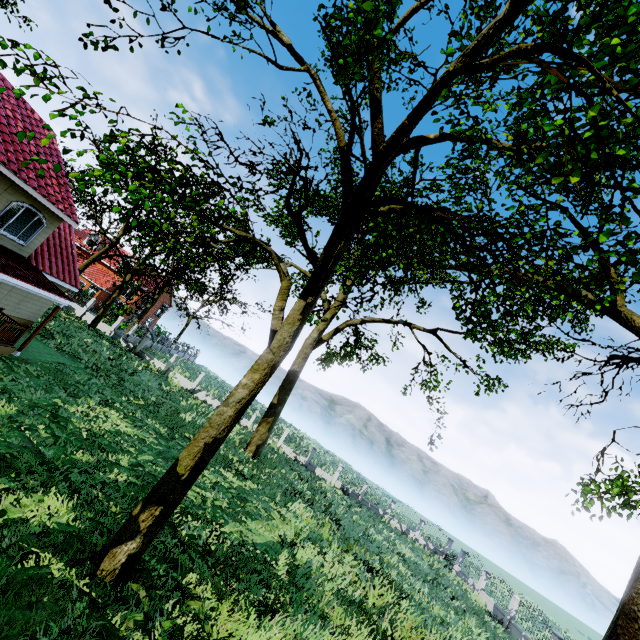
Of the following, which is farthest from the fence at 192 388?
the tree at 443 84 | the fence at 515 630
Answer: the fence at 515 630

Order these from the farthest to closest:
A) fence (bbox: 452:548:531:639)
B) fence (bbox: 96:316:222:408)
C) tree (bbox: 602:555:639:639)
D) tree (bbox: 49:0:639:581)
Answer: fence (bbox: 96:316:222:408) < fence (bbox: 452:548:531:639) < tree (bbox: 49:0:639:581) < tree (bbox: 602:555:639:639)

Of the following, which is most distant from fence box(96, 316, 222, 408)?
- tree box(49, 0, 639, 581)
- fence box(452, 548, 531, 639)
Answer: fence box(452, 548, 531, 639)

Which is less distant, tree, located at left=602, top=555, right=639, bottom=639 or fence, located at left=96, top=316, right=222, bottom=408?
tree, located at left=602, top=555, right=639, bottom=639

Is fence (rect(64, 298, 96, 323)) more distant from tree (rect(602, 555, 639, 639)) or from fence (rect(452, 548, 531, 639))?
fence (rect(452, 548, 531, 639))

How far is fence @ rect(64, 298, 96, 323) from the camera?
30.9 meters

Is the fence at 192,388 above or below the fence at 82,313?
A: below

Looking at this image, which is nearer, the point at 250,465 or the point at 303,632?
the point at 303,632
